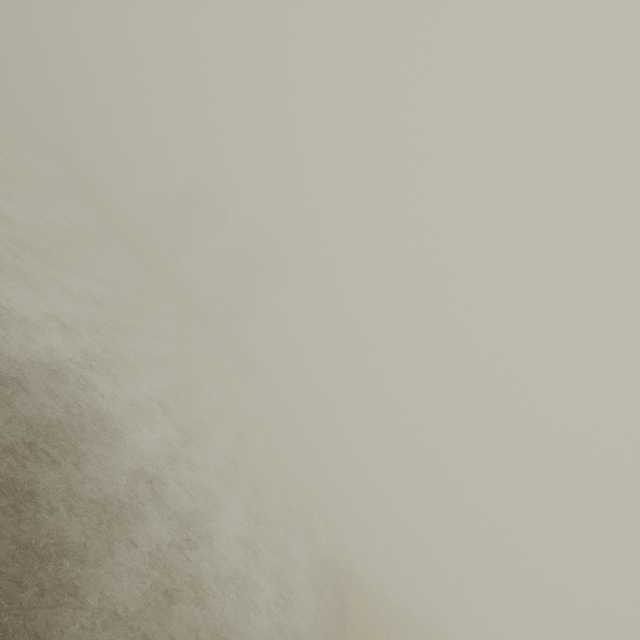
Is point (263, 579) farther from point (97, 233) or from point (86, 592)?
point (97, 233)
